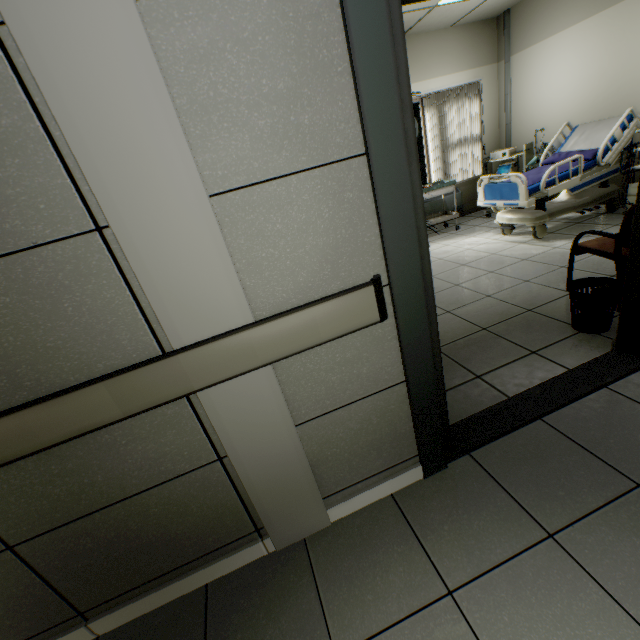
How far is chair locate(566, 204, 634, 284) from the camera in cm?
240

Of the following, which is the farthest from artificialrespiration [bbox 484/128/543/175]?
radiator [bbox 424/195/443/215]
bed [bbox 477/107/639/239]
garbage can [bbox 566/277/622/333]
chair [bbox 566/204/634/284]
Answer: garbage can [bbox 566/277/622/333]

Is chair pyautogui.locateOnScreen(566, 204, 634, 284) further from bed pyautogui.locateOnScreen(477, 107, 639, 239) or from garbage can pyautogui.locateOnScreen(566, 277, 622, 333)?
bed pyautogui.locateOnScreen(477, 107, 639, 239)

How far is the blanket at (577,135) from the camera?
4.29m

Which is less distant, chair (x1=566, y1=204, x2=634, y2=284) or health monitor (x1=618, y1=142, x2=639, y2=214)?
chair (x1=566, y1=204, x2=634, y2=284)

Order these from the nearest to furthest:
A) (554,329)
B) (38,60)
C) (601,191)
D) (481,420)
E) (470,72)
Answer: (38,60)
(481,420)
(554,329)
(601,191)
(470,72)

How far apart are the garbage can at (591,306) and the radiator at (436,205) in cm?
436

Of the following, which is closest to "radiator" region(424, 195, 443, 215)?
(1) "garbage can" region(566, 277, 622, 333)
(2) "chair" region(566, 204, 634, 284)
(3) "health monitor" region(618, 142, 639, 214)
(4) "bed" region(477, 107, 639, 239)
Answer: (4) "bed" region(477, 107, 639, 239)
